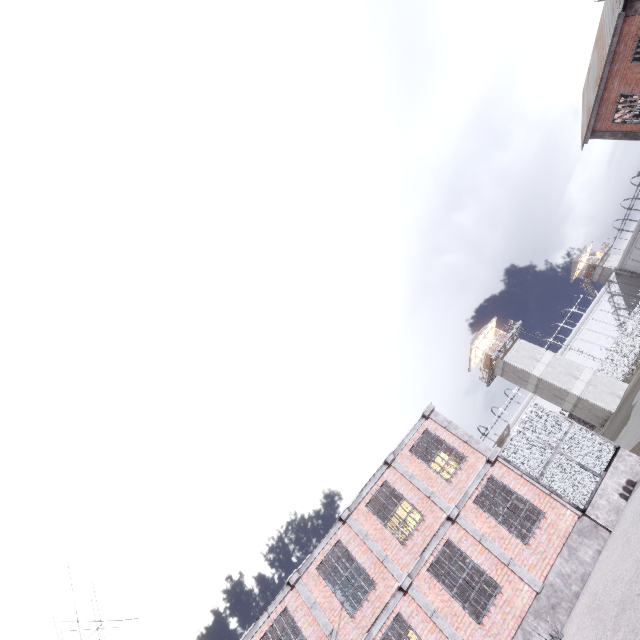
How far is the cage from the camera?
11.8m

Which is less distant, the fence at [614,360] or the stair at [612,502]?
the stair at [612,502]

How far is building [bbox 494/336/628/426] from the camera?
34.2 meters

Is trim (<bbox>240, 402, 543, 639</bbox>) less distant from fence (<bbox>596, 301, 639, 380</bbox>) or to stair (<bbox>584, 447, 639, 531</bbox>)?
stair (<bbox>584, 447, 639, 531</bbox>)

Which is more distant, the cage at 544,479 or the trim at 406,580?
the cage at 544,479

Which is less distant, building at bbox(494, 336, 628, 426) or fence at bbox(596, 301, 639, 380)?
building at bbox(494, 336, 628, 426)

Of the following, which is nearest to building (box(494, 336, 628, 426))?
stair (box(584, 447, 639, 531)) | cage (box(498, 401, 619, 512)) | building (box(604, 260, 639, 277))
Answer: cage (box(498, 401, 619, 512))

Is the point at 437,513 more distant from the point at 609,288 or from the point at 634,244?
the point at 634,244
